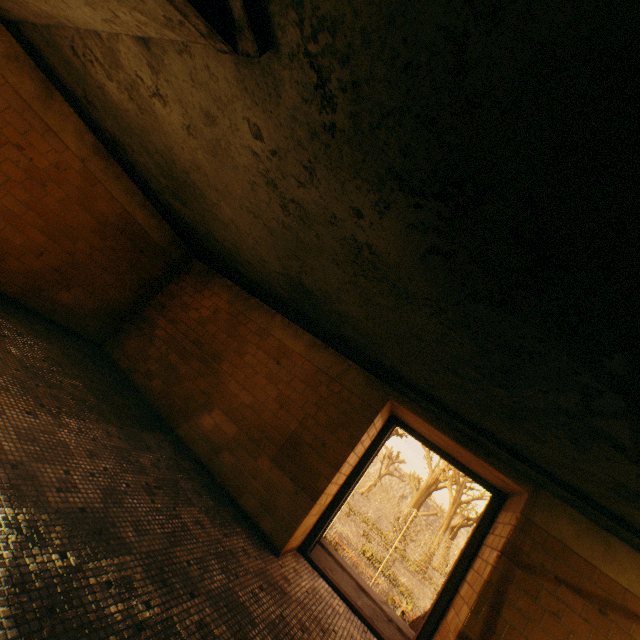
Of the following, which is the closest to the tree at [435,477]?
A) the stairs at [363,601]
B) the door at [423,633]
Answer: the stairs at [363,601]

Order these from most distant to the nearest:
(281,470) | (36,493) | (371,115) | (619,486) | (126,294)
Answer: (126,294) → (281,470) → (619,486) → (36,493) → (371,115)

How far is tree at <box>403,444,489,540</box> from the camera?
26.3m

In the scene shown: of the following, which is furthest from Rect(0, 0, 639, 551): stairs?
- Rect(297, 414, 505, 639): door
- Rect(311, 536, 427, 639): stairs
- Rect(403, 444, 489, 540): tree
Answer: Rect(403, 444, 489, 540): tree

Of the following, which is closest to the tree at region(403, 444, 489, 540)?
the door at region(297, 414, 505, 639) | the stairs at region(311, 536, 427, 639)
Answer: the stairs at region(311, 536, 427, 639)

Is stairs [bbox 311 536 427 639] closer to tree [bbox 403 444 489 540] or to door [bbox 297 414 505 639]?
door [bbox 297 414 505 639]

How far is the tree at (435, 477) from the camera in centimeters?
2631cm
